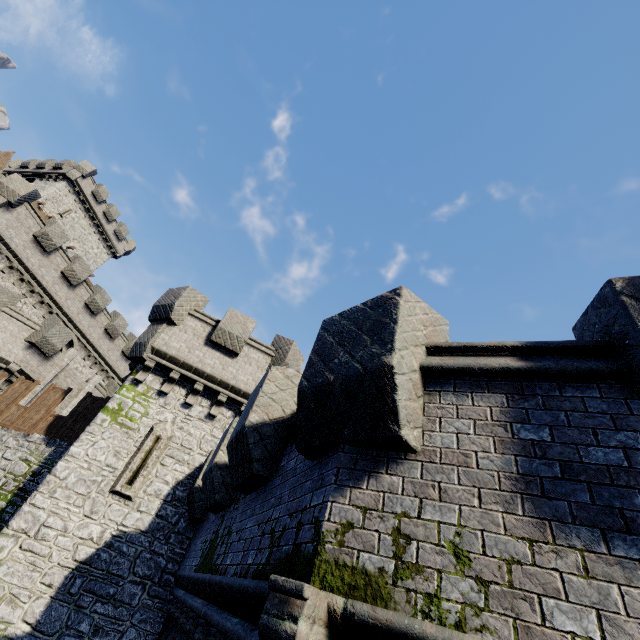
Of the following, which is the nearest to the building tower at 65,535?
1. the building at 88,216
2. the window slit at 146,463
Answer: the window slit at 146,463

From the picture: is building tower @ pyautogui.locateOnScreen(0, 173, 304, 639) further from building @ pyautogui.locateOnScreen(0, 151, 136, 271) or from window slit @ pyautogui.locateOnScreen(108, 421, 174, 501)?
building @ pyautogui.locateOnScreen(0, 151, 136, 271)

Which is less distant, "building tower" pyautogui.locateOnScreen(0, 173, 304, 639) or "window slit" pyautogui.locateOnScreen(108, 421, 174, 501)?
"building tower" pyautogui.locateOnScreen(0, 173, 304, 639)

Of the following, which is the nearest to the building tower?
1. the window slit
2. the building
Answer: the window slit

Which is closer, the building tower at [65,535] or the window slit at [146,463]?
the building tower at [65,535]

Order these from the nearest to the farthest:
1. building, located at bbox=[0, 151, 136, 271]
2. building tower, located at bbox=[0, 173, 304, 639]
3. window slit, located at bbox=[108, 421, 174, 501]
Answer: building tower, located at bbox=[0, 173, 304, 639]
window slit, located at bbox=[108, 421, 174, 501]
building, located at bbox=[0, 151, 136, 271]

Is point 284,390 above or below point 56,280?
below

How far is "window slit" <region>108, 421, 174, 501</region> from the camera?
9.9m
